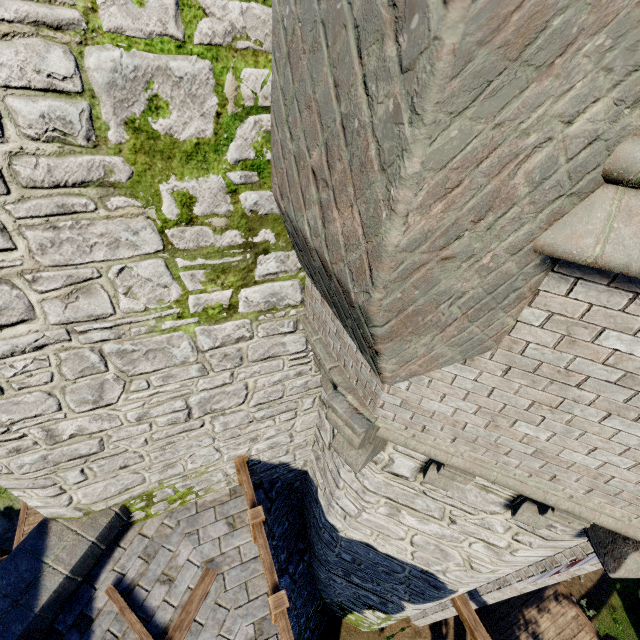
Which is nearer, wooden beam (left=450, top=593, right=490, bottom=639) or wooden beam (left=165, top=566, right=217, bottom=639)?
wooden beam (left=165, top=566, right=217, bottom=639)

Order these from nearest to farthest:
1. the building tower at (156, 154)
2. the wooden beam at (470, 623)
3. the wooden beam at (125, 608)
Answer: the building tower at (156, 154) < the wooden beam at (125, 608) < the wooden beam at (470, 623)

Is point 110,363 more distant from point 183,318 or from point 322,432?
point 322,432

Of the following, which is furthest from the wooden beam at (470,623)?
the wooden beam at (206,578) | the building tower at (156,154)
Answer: the wooden beam at (206,578)

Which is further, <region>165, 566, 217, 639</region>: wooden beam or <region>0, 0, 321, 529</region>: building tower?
<region>165, 566, 217, 639</region>: wooden beam

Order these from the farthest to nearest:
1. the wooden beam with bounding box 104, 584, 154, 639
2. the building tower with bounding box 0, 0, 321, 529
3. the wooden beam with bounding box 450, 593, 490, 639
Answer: the wooden beam with bounding box 450, 593, 490, 639 → the wooden beam with bounding box 104, 584, 154, 639 → the building tower with bounding box 0, 0, 321, 529

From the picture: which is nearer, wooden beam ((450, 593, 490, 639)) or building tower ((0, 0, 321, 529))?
building tower ((0, 0, 321, 529))
